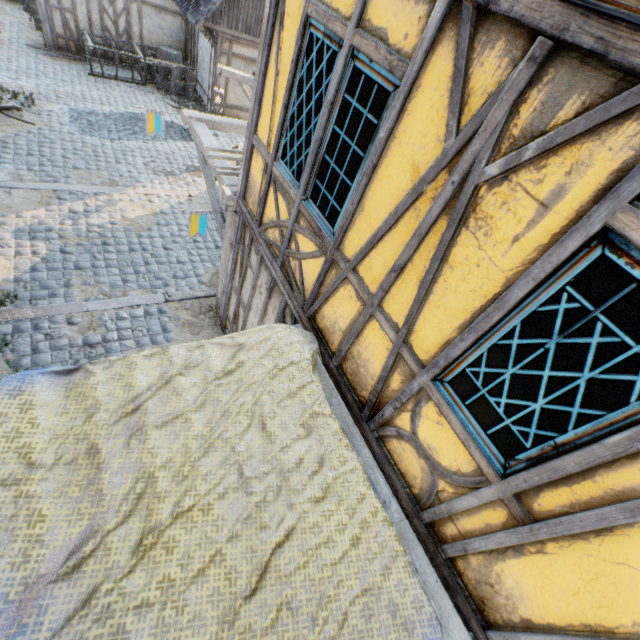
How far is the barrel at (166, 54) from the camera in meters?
13.7

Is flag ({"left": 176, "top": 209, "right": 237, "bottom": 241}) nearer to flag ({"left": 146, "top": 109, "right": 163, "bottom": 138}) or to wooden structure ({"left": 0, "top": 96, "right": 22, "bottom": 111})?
flag ({"left": 146, "top": 109, "right": 163, "bottom": 138})

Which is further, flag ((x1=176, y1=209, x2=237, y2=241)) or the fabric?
flag ((x1=176, y1=209, x2=237, y2=241))

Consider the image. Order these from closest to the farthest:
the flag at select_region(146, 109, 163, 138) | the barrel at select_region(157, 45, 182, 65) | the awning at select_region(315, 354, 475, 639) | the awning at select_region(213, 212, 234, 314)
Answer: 1. the awning at select_region(315, 354, 475, 639)
2. the awning at select_region(213, 212, 234, 314)
3. the flag at select_region(146, 109, 163, 138)
4. the barrel at select_region(157, 45, 182, 65)

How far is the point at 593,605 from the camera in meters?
1.7

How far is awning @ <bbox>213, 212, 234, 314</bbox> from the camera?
5.5 meters

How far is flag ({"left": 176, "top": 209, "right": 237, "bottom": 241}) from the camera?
4.8m

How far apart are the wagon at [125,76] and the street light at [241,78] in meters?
5.8
